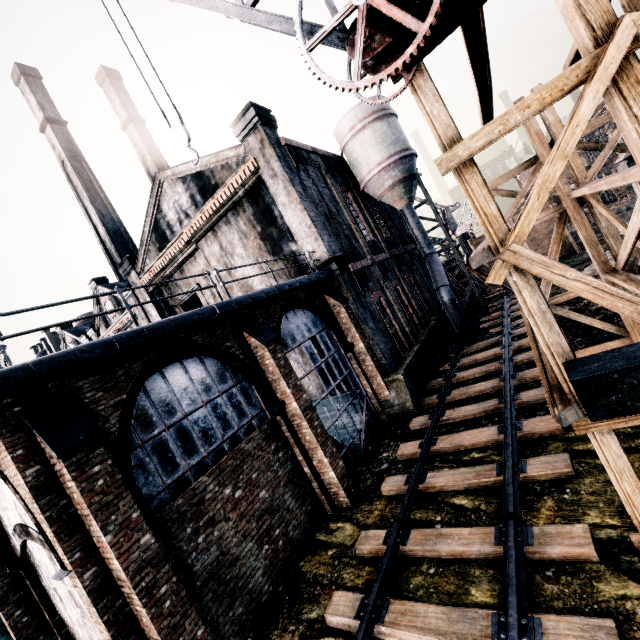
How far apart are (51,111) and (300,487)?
50.0 meters

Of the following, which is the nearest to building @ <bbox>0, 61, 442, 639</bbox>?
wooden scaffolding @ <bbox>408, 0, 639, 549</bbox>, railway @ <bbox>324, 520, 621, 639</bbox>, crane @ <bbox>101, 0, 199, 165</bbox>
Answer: wooden scaffolding @ <bbox>408, 0, 639, 549</bbox>

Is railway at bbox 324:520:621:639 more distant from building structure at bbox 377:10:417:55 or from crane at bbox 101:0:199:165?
crane at bbox 101:0:199:165

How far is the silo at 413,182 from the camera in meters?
20.6 m

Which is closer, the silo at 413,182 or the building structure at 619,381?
the building structure at 619,381

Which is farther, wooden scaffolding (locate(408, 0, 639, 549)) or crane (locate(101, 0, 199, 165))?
crane (locate(101, 0, 199, 165))

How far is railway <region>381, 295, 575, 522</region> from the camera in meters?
8.3

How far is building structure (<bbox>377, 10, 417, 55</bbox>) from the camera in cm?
446
